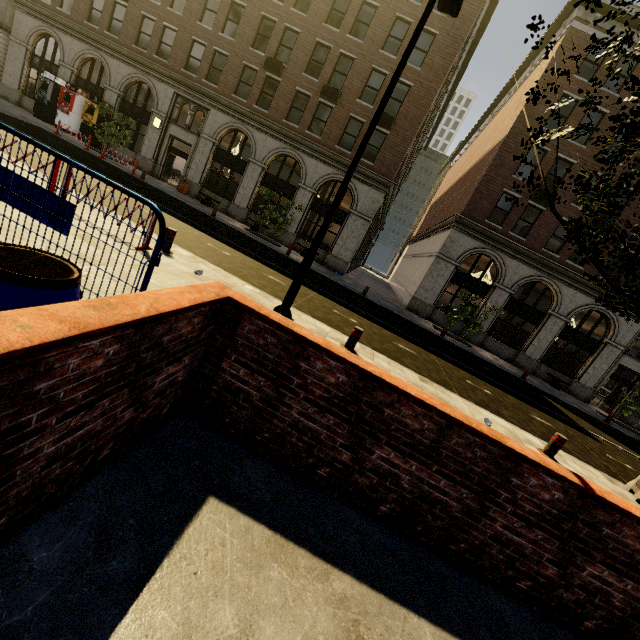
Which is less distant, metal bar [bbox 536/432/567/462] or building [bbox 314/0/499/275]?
metal bar [bbox 536/432/567/462]

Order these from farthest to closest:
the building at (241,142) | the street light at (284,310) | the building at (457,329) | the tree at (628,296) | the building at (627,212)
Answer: the building at (457,329)
the building at (241,142)
the building at (627,212)
the street light at (284,310)
the tree at (628,296)

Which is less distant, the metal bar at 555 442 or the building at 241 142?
the metal bar at 555 442

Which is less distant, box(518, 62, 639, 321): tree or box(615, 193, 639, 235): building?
box(518, 62, 639, 321): tree

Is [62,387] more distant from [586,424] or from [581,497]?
[586,424]

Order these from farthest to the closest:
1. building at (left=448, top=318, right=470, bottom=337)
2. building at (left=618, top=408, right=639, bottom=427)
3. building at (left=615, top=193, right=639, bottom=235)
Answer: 1. building at (left=448, top=318, right=470, bottom=337)
2. building at (left=618, top=408, right=639, bottom=427)
3. building at (left=615, top=193, right=639, bottom=235)

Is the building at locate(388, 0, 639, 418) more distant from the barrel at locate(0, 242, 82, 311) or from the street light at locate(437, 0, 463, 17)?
the barrel at locate(0, 242, 82, 311)

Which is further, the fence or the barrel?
the fence
